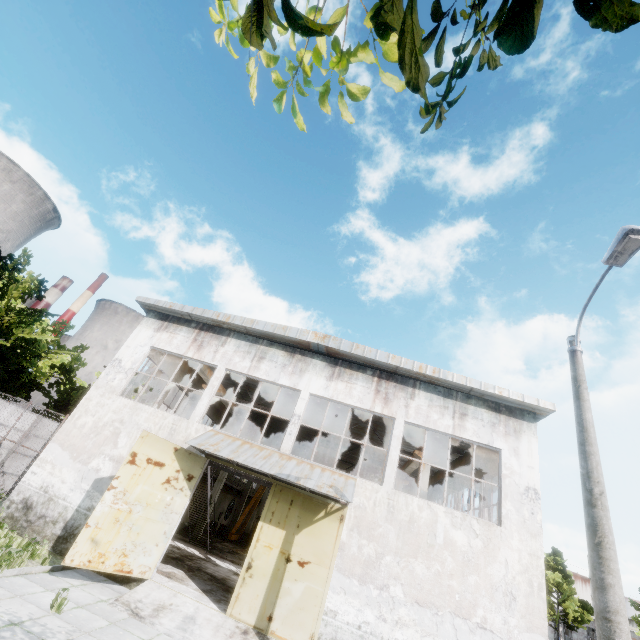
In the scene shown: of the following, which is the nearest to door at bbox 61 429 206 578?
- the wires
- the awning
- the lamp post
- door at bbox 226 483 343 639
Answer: the awning

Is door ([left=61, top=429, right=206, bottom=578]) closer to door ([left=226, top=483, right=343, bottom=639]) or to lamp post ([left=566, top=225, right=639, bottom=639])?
door ([left=226, top=483, right=343, bottom=639])

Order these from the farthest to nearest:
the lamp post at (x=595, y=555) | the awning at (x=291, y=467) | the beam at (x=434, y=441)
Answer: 1. the beam at (x=434, y=441)
2. the awning at (x=291, y=467)
3. the lamp post at (x=595, y=555)

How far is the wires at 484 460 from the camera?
15.0 meters

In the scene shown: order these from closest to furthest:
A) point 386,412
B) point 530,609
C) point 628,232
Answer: point 628,232
point 530,609
point 386,412

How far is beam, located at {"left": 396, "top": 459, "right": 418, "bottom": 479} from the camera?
18.64m

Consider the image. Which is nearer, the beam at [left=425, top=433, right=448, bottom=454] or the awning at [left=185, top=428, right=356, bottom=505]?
the awning at [left=185, top=428, right=356, bottom=505]

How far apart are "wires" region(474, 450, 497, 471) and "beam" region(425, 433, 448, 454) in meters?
2.4 m
